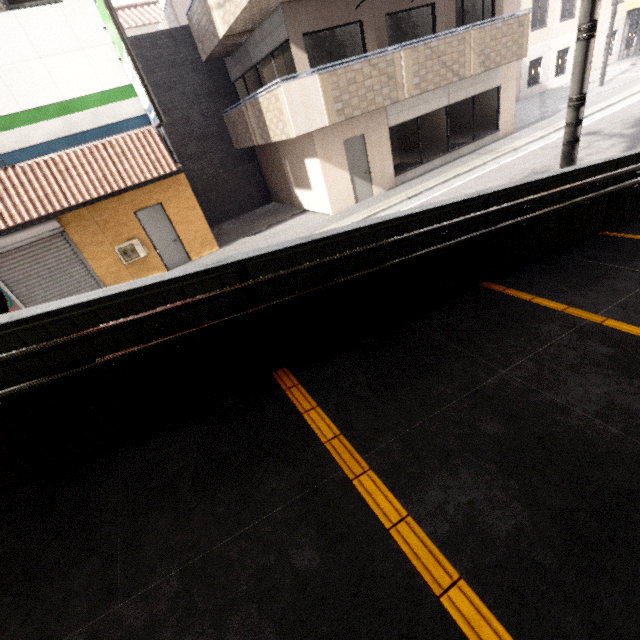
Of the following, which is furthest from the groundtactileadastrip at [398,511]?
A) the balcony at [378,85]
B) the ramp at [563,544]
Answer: the balcony at [378,85]

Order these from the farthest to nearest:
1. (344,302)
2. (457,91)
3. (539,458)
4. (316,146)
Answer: (457,91), (316,146), (344,302), (539,458)

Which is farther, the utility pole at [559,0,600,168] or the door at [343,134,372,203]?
the door at [343,134,372,203]

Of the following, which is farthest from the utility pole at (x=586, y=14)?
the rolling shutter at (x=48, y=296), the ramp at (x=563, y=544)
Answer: the rolling shutter at (x=48, y=296)

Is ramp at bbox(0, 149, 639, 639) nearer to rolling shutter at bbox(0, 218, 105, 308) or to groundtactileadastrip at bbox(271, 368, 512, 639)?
groundtactileadastrip at bbox(271, 368, 512, 639)

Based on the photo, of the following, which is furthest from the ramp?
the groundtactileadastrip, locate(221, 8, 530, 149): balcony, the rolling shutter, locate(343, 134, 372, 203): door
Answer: the rolling shutter

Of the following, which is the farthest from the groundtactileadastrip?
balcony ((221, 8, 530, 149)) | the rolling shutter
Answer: the rolling shutter

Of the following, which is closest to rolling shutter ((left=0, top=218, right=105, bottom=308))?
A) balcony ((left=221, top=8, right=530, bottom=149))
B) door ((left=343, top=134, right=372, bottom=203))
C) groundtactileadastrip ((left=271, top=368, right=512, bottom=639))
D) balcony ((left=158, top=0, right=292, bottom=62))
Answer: balcony ((left=221, top=8, right=530, bottom=149))
